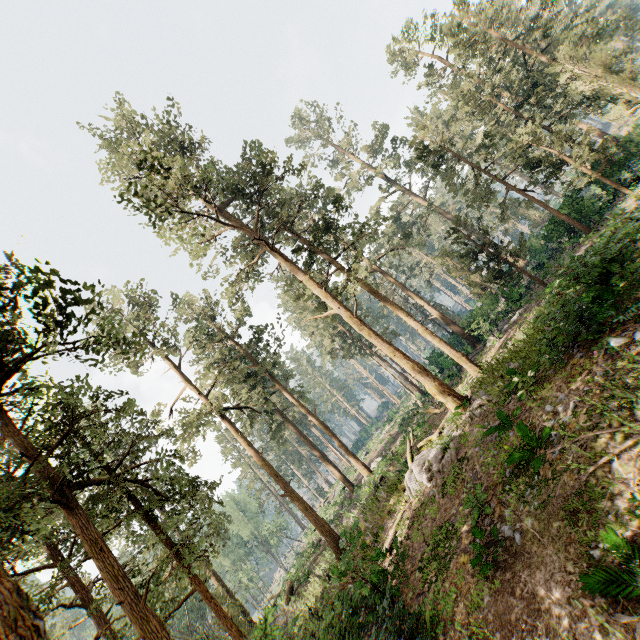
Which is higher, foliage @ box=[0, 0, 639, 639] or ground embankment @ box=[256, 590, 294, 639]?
foliage @ box=[0, 0, 639, 639]

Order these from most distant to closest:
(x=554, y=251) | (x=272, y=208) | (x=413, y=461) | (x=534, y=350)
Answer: (x=554, y=251), (x=272, y=208), (x=413, y=461), (x=534, y=350)

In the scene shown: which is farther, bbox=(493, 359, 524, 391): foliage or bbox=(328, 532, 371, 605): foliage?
bbox=(493, 359, 524, 391): foliage

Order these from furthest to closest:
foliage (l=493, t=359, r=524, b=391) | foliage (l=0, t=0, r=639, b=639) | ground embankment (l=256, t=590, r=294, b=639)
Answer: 1. ground embankment (l=256, t=590, r=294, b=639)
2. foliage (l=493, t=359, r=524, b=391)
3. foliage (l=0, t=0, r=639, b=639)

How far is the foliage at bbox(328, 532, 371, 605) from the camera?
9.9 meters

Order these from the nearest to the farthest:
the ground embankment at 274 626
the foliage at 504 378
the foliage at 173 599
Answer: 1. the foliage at 173 599
2. the foliage at 504 378
3. the ground embankment at 274 626

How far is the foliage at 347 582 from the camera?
9.9 meters
